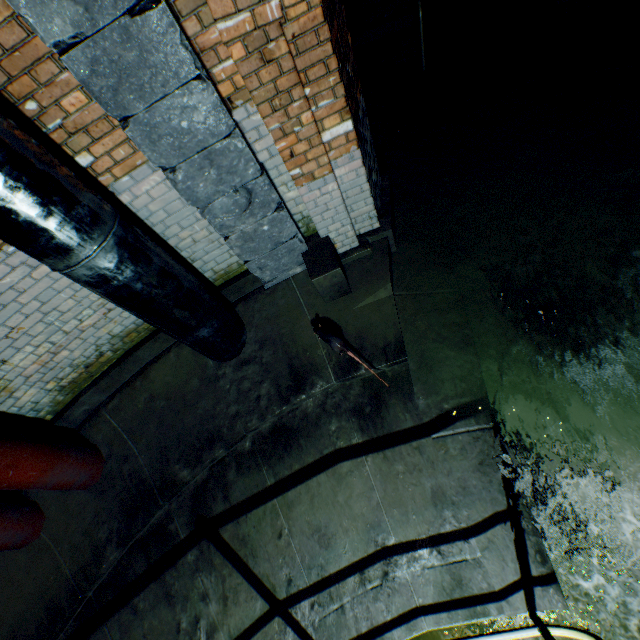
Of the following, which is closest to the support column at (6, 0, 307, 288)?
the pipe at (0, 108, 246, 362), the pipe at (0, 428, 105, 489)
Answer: the pipe at (0, 108, 246, 362)

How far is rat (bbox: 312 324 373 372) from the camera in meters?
3.2

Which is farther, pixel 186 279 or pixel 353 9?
pixel 353 9

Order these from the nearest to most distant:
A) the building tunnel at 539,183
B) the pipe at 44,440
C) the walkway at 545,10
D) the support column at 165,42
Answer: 1. the support column at 165,42
2. the pipe at 44,440
3. the building tunnel at 539,183
4. the walkway at 545,10

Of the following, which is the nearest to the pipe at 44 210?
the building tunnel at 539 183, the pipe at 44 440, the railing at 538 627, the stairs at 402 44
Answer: the pipe at 44 440

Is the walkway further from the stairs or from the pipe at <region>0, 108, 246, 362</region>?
the pipe at <region>0, 108, 246, 362</region>

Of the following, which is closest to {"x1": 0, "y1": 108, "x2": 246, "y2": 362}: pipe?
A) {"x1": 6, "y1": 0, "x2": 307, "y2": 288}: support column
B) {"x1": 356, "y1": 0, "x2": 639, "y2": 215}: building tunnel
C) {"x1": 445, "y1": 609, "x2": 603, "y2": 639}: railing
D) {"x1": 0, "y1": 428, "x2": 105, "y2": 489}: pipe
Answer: {"x1": 6, "y1": 0, "x2": 307, "y2": 288}: support column

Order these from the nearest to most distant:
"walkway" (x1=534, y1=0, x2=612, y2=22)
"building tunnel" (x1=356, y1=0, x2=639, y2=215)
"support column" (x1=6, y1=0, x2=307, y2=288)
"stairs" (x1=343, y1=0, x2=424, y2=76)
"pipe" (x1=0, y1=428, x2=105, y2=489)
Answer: "support column" (x1=6, y1=0, x2=307, y2=288), "pipe" (x1=0, y1=428, x2=105, y2=489), "building tunnel" (x1=356, y1=0, x2=639, y2=215), "walkway" (x1=534, y1=0, x2=612, y2=22), "stairs" (x1=343, y1=0, x2=424, y2=76)
